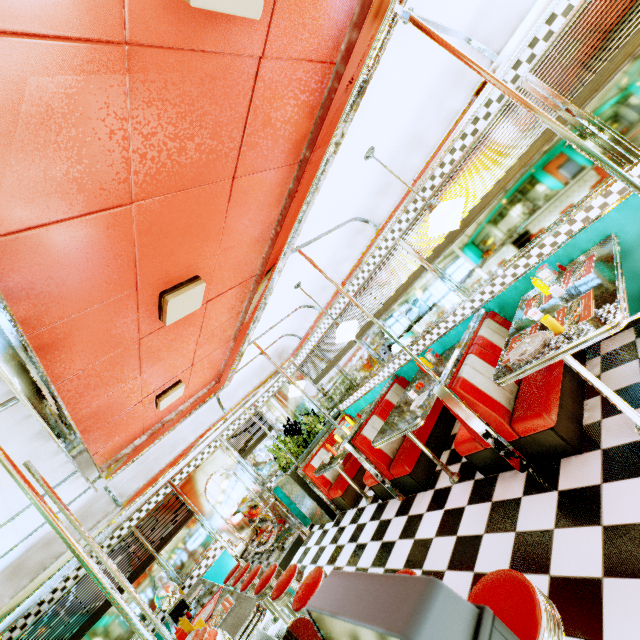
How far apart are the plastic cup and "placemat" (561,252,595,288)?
0.8 meters

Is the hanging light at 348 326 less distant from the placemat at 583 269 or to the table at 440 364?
the table at 440 364

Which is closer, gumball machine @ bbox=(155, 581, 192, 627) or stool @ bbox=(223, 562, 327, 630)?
stool @ bbox=(223, 562, 327, 630)

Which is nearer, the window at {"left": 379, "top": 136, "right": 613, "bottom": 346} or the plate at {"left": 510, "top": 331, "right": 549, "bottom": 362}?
the plate at {"left": 510, "top": 331, "right": 549, "bottom": 362}

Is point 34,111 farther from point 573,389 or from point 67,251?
point 573,389

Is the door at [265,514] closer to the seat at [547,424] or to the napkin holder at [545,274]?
the seat at [547,424]

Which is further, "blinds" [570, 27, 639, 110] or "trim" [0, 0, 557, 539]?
"blinds" [570, 27, 639, 110]

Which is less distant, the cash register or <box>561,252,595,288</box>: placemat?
the cash register
